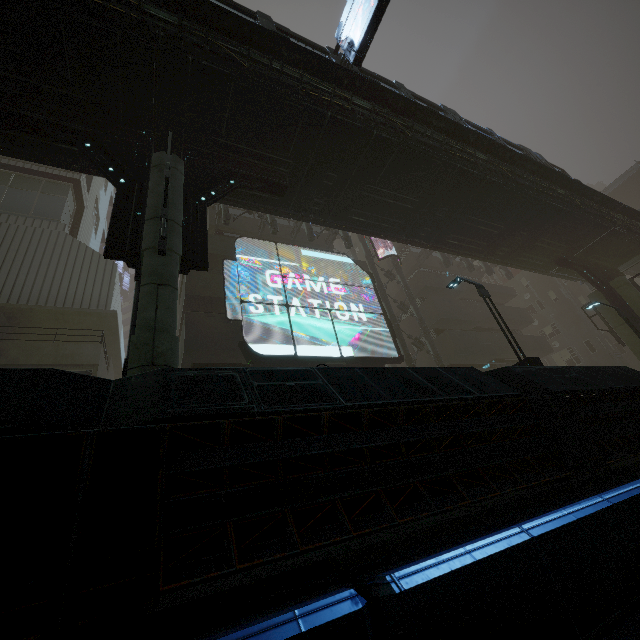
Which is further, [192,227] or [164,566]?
[192,227]

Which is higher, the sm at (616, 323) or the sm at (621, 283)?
the sm at (621, 283)

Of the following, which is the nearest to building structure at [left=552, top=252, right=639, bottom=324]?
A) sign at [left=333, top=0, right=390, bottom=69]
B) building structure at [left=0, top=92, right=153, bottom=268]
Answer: sign at [left=333, top=0, right=390, bottom=69]

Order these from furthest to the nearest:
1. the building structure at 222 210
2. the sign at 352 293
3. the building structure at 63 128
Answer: the building structure at 222 210
the sign at 352 293
the building structure at 63 128

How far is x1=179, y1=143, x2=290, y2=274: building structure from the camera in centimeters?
805cm

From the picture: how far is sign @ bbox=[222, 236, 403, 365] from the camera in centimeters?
1565cm

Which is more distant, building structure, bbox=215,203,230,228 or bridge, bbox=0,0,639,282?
building structure, bbox=215,203,230,228

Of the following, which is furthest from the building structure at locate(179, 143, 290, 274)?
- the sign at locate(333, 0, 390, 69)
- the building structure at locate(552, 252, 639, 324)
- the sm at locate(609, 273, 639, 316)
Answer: the building structure at locate(552, 252, 639, 324)
